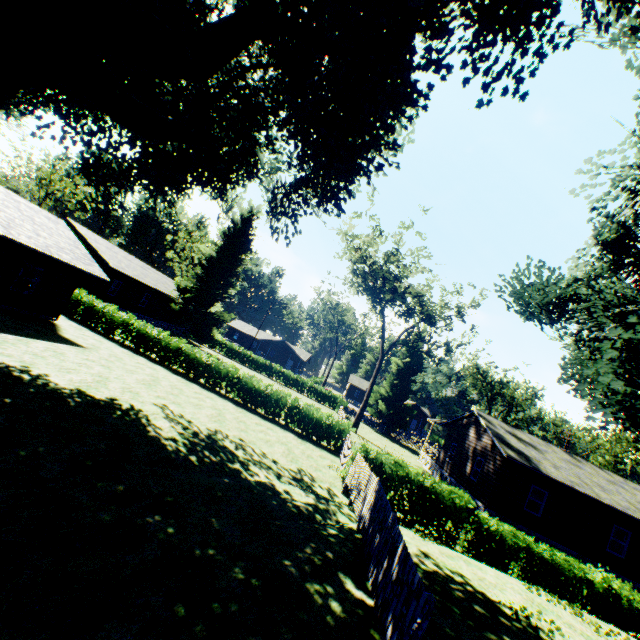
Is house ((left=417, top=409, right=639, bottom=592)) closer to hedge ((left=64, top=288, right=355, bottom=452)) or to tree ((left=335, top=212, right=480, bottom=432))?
tree ((left=335, top=212, right=480, bottom=432))

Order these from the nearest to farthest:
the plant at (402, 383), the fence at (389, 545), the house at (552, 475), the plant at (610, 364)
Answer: the fence at (389, 545)
the plant at (610, 364)
the house at (552, 475)
the plant at (402, 383)

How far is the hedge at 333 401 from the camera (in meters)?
45.53

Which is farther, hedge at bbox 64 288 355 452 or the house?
hedge at bbox 64 288 355 452

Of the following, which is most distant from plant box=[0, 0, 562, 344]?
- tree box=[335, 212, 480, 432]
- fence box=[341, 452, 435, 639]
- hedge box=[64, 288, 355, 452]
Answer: tree box=[335, 212, 480, 432]

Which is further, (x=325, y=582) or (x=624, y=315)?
(x=624, y=315)

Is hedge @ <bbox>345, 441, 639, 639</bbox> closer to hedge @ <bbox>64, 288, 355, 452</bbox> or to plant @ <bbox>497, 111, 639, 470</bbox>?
plant @ <bbox>497, 111, 639, 470</bbox>

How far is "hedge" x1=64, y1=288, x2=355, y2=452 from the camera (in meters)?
20.72
